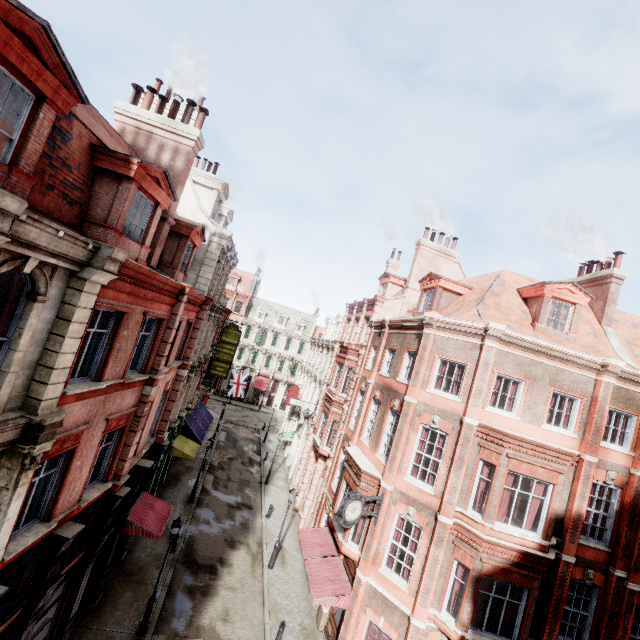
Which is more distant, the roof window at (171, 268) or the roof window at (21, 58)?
the roof window at (171, 268)

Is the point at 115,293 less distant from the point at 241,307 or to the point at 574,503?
the point at 574,503

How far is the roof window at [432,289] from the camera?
18.4 meters

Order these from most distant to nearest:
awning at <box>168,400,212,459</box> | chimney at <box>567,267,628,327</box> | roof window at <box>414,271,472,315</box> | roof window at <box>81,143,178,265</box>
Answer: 1. awning at <box>168,400,212,459</box>
2. roof window at <box>414,271,472,315</box>
3. chimney at <box>567,267,628,327</box>
4. roof window at <box>81,143,178,265</box>

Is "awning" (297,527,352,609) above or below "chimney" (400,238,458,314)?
below

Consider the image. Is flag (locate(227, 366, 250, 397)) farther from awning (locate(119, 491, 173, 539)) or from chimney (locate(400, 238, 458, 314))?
chimney (locate(400, 238, 458, 314))

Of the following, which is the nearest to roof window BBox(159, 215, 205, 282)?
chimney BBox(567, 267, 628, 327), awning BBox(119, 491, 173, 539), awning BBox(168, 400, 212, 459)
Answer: awning BBox(119, 491, 173, 539)

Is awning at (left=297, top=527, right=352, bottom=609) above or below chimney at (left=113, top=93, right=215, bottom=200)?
below
